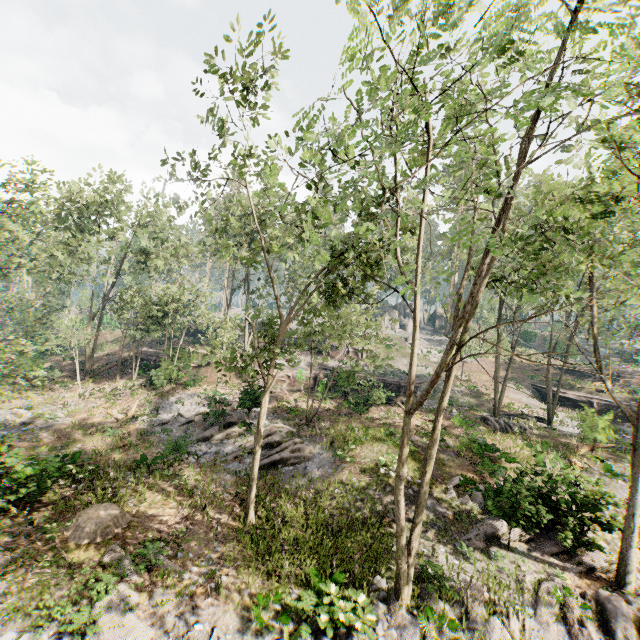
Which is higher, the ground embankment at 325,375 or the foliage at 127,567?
the ground embankment at 325,375

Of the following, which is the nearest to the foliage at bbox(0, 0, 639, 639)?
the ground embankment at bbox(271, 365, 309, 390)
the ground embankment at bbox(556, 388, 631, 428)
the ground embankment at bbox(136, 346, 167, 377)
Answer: the ground embankment at bbox(271, 365, 309, 390)

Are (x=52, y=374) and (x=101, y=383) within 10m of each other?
yes

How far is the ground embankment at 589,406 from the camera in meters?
18.8 m

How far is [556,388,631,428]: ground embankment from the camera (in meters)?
18.80

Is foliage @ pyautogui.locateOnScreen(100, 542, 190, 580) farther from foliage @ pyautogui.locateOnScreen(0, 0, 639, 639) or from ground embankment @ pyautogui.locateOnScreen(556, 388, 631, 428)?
ground embankment @ pyautogui.locateOnScreen(556, 388, 631, 428)

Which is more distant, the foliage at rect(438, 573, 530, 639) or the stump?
the stump

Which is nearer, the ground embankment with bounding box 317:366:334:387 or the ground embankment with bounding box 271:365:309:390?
the ground embankment with bounding box 317:366:334:387
